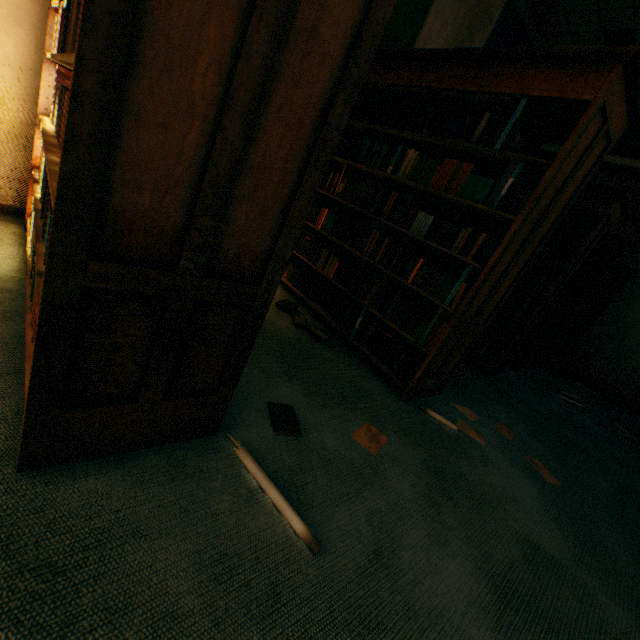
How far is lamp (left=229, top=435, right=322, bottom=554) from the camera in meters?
1.1 m

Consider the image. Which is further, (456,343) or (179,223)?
(456,343)

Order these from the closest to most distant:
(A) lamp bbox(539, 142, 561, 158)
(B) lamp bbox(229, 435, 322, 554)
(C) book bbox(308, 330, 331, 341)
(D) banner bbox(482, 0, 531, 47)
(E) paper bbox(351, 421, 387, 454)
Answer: (B) lamp bbox(229, 435, 322, 554), (E) paper bbox(351, 421, 387, 454), (C) book bbox(308, 330, 331, 341), (D) banner bbox(482, 0, 531, 47), (A) lamp bbox(539, 142, 561, 158)

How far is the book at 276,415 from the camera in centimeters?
149cm

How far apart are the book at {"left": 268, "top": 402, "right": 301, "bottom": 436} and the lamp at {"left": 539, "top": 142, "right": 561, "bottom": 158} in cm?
504

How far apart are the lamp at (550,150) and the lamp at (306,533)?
5.3m

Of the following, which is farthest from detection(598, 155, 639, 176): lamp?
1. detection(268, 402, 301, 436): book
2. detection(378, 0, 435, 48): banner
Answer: detection(268, 402, 301, 436): book

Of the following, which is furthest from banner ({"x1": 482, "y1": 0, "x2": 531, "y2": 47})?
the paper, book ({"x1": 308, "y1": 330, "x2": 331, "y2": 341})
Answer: the paper
